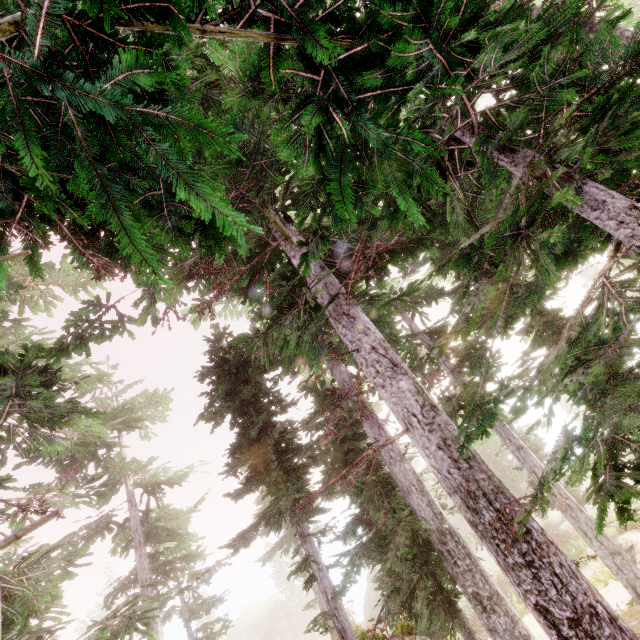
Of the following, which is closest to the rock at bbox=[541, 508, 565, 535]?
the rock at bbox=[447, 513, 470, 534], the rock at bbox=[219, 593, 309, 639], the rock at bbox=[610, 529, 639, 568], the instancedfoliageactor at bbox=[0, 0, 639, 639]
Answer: the instancedfoliageactor at bbox=[0, 0, 639, 639]

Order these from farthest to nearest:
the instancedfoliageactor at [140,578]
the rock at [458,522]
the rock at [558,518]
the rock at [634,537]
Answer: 1. the rock at [458,522]
2. the rock at [558,518]
3. the rock at [634,537]
4. the instancedfoliageactor at [140,578]

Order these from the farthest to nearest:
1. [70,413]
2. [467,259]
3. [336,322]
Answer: [70,413]
[336,322]
[467,259]

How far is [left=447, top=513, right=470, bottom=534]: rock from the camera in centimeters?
4106cm

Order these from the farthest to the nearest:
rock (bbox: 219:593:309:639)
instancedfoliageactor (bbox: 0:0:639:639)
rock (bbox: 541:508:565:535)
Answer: rock (bbox: 219:593:309:639)
rock (bbox: 541:508:565:535)
instancedfoliageactor (bbox: 0:0:639:639)

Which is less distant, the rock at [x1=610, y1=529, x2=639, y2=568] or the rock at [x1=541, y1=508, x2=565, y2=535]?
the rock at [x1=610, y1=529, x2=639, y2=568]

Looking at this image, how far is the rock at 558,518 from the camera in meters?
24.7 m
